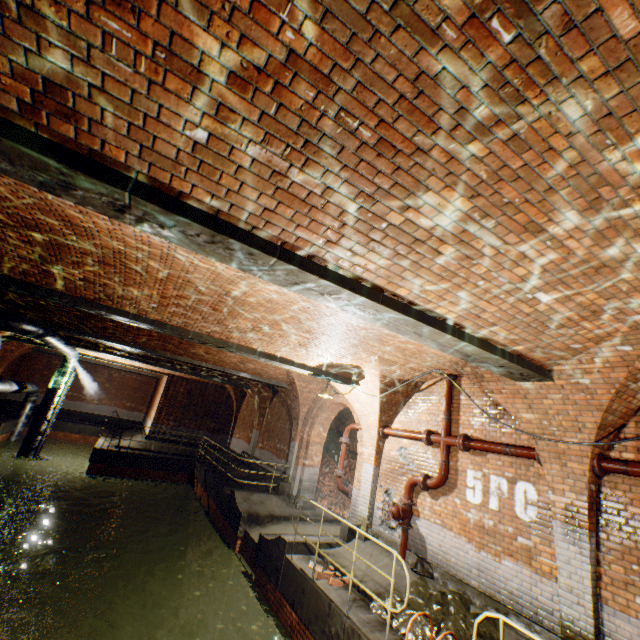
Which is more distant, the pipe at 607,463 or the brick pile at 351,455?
the brick pile at 351,455

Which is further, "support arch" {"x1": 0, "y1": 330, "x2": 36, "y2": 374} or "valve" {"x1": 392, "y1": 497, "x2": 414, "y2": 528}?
"support arch" {"x1": 0, "y1": 330, "x2": 36, "y2": 374}

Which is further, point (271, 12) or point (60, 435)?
point (60, 435)

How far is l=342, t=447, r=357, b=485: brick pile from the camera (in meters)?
15.52

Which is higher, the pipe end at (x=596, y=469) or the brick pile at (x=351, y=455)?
the pipe end at (x=596, y=469)

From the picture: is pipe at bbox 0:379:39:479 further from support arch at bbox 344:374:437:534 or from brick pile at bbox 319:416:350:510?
brick pile at bbox 319:416:350:510

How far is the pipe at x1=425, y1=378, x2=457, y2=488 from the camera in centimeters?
716cm

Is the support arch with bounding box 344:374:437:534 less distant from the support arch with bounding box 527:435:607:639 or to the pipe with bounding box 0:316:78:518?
the support arch with bounding box 527:435:607:639
